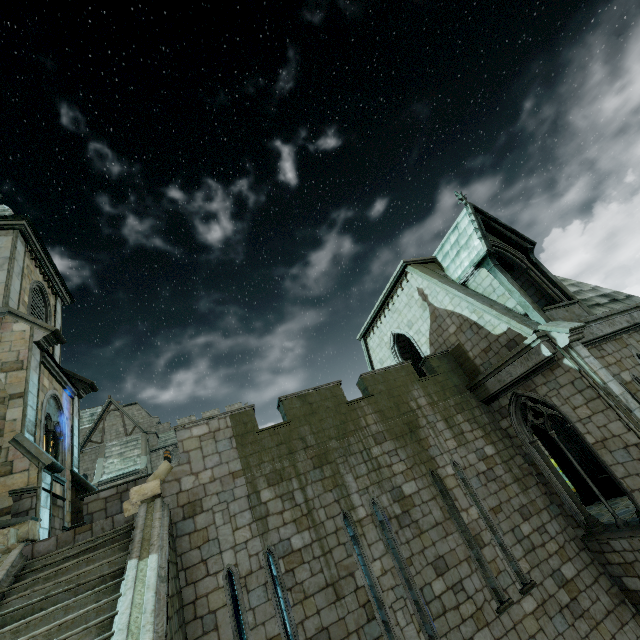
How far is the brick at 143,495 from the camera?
7.9m

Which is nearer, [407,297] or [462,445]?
[462,445]

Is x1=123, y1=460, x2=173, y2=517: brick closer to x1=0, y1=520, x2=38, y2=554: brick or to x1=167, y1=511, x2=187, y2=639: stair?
x1=167, y1=511, x2=187, y2=639: stair

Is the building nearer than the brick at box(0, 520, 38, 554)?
No

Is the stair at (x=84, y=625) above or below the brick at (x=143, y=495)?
below

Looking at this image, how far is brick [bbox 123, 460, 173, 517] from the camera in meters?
7.9 m

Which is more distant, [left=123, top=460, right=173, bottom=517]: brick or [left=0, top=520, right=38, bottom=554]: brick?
[left=123, top=460, right=173, bottom=517]: brick
